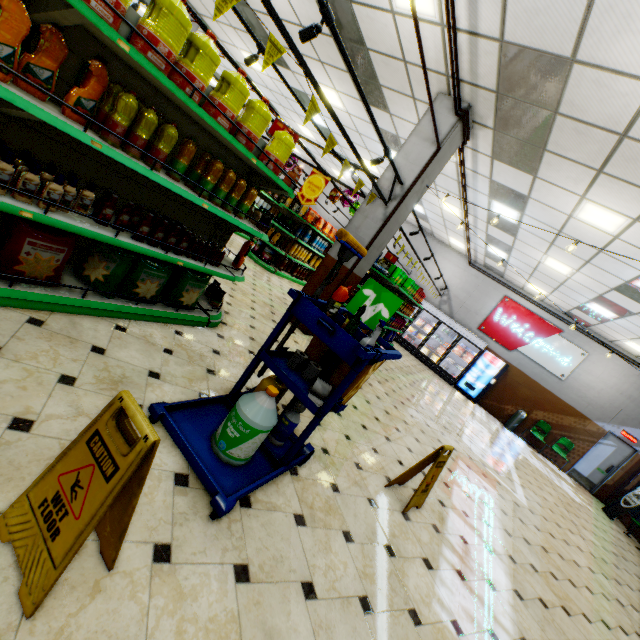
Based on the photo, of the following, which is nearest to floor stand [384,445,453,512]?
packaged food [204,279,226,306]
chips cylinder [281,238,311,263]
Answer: packaged food [204,279,226,306]

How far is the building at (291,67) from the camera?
8.5m

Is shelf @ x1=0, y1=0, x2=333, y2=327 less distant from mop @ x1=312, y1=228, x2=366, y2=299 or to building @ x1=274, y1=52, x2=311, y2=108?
building @ x1=274, y1=52, x2=311, y2=108

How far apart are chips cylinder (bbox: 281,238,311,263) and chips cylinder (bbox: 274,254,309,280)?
0.16m

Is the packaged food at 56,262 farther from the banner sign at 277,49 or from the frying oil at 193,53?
the banner sign at 277,49

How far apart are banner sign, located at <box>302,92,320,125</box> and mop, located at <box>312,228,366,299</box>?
1.8 meters

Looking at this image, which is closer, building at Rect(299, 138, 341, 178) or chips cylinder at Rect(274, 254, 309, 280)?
chips cylinder at Rect(274, 254, 309, 280)

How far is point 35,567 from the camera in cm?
116
